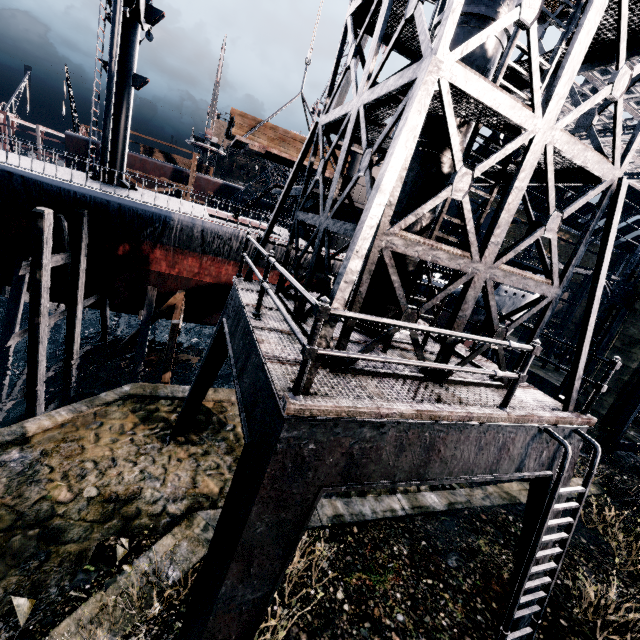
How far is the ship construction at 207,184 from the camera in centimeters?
3928cm

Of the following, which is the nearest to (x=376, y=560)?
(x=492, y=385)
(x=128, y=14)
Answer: (x=492, y=385)

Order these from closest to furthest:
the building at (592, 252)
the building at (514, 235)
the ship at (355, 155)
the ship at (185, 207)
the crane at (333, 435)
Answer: the crane at (333, 435) → the ship at (185, 207) → the ship at (355, 155) → the building at (514, 235) → the building at (592, 252)

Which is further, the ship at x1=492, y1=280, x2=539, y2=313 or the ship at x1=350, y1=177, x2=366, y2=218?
the ship at x1=492, y1=280, x2=539, y2=313

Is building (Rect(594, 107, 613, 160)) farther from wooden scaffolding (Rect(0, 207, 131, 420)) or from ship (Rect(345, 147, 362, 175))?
A: wooden scaffolding (Rect(0, 207, 131, 420))

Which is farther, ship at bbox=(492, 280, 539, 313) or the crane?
ship at bbox=(492, 280, 539, 313)

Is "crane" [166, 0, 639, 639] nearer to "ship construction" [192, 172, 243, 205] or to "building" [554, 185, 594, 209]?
"building" [554, 185, 594, 209]

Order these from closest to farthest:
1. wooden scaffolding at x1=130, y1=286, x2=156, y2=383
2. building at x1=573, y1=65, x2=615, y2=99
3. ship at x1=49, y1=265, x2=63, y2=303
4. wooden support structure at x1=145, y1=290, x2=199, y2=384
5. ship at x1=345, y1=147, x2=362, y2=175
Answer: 1. wooden support structure at x1=145, y1=290, x2=199, y2=384
2. ship at x1=49, y1=265, x2=63, y2=303
3. wooden scaffolding at x1=130, y1=286, x2=156, y2=383
4. ship at x1=345, y1=147, x2=362, y2=175
5. building at x1=573, y1=65, x2=615, y2=99
